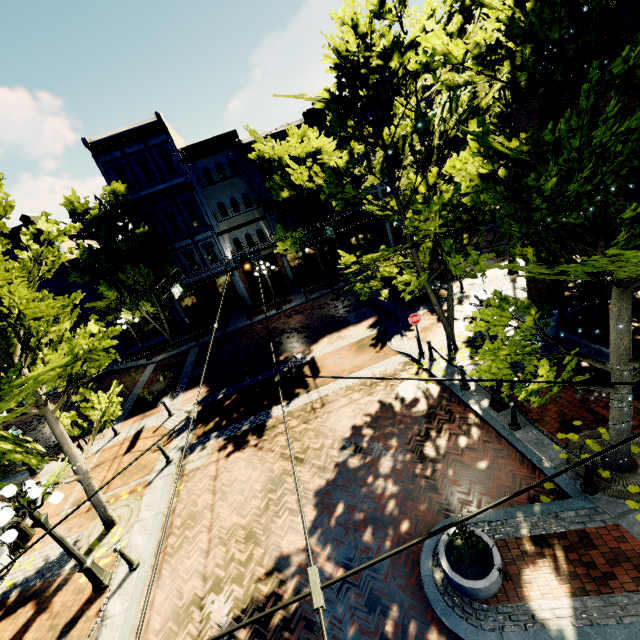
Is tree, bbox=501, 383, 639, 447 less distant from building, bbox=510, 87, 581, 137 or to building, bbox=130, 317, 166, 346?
building, bbox=130, 317, 166, 346

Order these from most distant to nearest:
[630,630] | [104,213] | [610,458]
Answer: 1. [104,213]
2. [610,458]
3. [630,630]

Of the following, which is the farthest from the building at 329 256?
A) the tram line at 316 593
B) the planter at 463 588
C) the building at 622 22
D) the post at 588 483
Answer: the building at 622 22

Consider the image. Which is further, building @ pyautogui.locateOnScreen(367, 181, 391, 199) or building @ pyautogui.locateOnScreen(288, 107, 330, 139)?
building @ pyautogui.locateOnScreen(367, 181, 391, 199)

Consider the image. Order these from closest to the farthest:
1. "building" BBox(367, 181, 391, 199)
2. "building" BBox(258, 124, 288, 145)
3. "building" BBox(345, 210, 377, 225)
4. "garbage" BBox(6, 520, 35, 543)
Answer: "garbage" BBox(6, 520, 35, 543) → "building" BBox(258, 124, 288, 145) → "building" BBox(345, 210, 377, 225) → "building" BBox(367, 181, 391, 199)

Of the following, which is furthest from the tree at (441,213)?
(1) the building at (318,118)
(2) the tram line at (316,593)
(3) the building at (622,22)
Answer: (2) the tram line at (316,593)

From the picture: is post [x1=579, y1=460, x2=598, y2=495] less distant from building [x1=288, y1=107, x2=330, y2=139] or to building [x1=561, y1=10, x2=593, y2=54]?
building [x1=561, y1=10, x2=593, y2=54]

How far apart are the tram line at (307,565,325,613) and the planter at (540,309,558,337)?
11.3 meters
